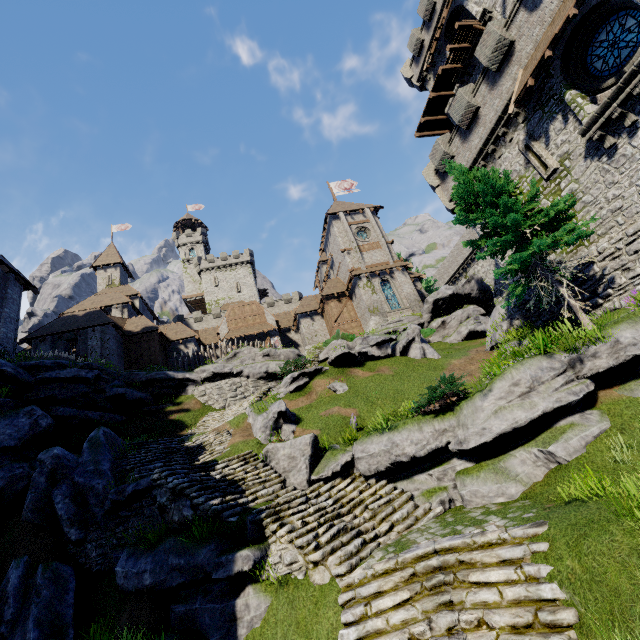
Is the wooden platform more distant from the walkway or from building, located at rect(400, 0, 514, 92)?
the walkway

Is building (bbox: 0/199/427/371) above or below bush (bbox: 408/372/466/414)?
above

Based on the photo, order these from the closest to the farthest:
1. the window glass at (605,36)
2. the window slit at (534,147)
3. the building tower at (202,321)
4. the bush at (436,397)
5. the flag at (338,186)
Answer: the bush at (436,397)
the window glass at (605,36)
the window slit at (534,147)
the flag at (338,186)
the building tower at (202,321)

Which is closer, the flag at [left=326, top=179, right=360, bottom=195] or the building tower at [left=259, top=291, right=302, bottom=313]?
the flag at [left=326, top=179, right=360, bottom=195]

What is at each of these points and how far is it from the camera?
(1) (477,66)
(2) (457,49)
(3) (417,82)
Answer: (1) building, 24.34m
(2) wooden platform, 23.84m
(3) building, 30.52m

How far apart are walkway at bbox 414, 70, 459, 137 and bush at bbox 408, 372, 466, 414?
25.9 meters

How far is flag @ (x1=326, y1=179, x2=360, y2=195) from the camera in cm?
4425

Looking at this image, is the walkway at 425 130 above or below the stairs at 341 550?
above
